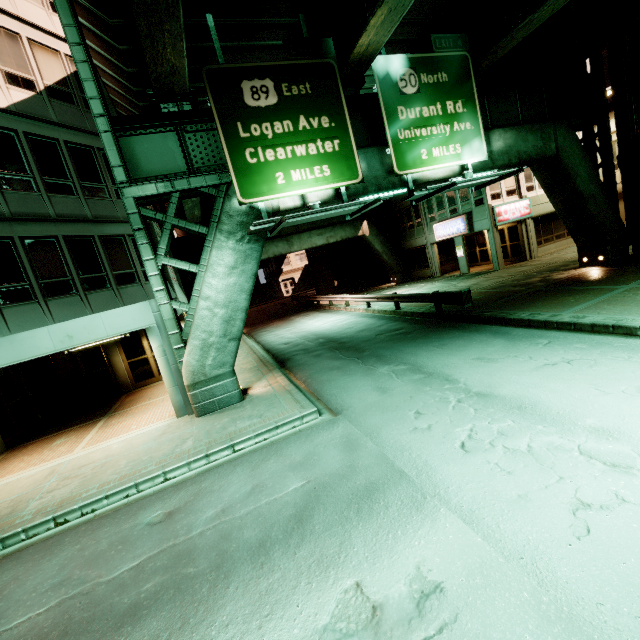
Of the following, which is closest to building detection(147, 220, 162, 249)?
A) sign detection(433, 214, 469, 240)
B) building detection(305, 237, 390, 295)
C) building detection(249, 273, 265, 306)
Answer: building detection(305, 237, 390, 295)

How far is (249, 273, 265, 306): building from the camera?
59.0m

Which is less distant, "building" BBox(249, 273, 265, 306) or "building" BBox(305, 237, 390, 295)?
"building" BBox(305, 237, 390, 295)

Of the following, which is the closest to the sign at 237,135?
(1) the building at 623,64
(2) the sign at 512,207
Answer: (1) the building at 623,64

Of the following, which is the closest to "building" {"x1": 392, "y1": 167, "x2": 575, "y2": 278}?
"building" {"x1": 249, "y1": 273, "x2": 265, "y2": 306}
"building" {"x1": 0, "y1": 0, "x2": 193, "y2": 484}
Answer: "building" {"x1": 0, "y1": 0, "x2": 193, "y2": 484}

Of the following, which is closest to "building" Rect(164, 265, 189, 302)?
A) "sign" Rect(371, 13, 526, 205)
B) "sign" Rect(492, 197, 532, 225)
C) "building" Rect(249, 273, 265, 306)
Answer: "sign" Rect(371, 13, 526, 205)

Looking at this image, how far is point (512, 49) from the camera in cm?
1603

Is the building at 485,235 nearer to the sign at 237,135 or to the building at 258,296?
the sign at 237,135
